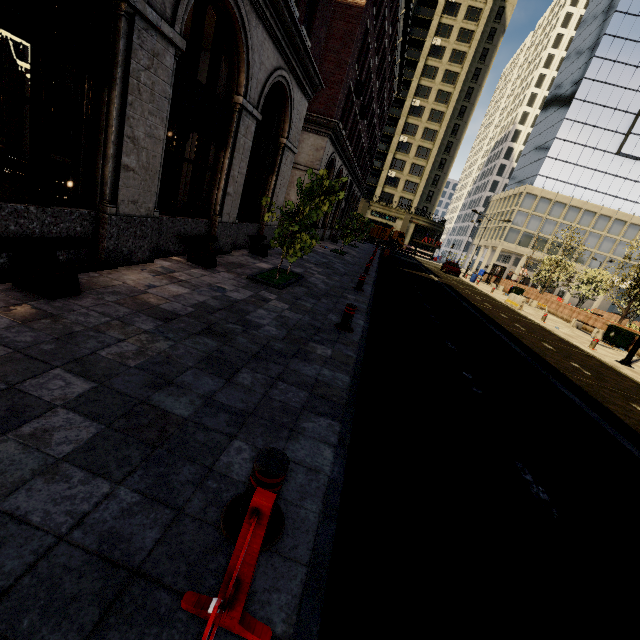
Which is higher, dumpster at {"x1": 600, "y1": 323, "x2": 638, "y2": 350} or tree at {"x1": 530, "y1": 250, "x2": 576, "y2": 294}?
tree at {"x1": 530, "y1": 250, "x2": 576, "y2": 294}

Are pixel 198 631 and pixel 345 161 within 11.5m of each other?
no

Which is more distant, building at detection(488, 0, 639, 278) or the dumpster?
building at detection(488, 0, 639, 278)

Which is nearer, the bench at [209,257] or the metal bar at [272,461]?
the metal bar at [272,461]

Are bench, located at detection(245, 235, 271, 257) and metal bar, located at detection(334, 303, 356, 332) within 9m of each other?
yes

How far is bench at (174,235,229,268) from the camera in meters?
7.7 m

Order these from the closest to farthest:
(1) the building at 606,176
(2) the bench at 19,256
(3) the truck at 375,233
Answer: (2) the bench at 19,256
(1) the building at 606,176
(3) the truck at 375,233

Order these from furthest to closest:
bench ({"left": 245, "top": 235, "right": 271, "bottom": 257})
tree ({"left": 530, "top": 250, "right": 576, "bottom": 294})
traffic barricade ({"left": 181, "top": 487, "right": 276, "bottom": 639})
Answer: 1. tree ({"left": 530, "top": 250, "right": 576, "bottom": 294})
2. bench ({"left": 245, "top": 235, "right": 271, "bottom": 257})
3. traffic barricade ({"left": 181, "top": 487, "right": 276, "bottom": 639})
